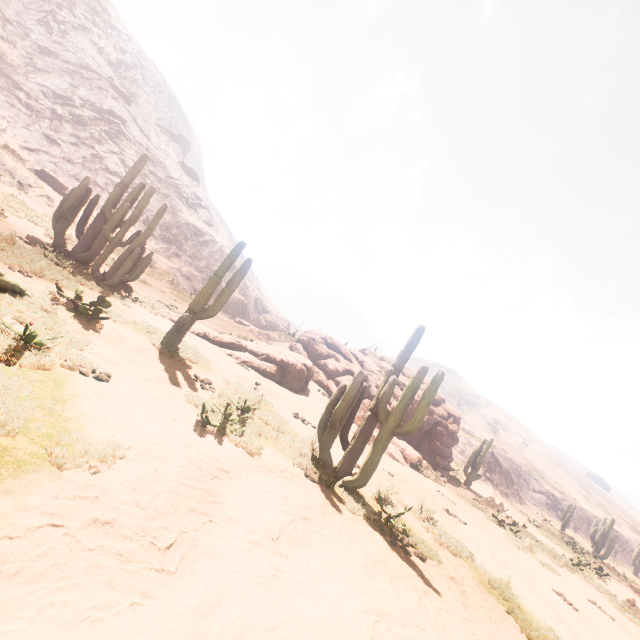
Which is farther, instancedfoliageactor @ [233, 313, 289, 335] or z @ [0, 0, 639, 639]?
instancedfoliageactor @ [233, 313, 289, 335]

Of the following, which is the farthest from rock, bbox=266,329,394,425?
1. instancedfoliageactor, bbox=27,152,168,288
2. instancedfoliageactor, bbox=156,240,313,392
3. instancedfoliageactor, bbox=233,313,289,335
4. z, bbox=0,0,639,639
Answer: z, bbox=0,0,639,639

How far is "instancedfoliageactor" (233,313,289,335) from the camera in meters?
33.4 m

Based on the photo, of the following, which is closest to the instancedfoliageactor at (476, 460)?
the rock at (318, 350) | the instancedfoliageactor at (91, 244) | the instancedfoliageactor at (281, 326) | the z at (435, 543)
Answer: the rock at (318, 350)

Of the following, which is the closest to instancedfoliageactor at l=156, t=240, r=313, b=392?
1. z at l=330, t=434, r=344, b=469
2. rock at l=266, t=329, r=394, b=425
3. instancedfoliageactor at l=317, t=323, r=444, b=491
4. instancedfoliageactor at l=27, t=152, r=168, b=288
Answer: z at l=330, t=434, r=344, b=469

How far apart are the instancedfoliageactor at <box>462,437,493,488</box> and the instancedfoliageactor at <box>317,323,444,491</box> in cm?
1637

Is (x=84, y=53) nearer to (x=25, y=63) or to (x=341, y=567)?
(x=25, y=63)

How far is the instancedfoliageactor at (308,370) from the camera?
8.32m
